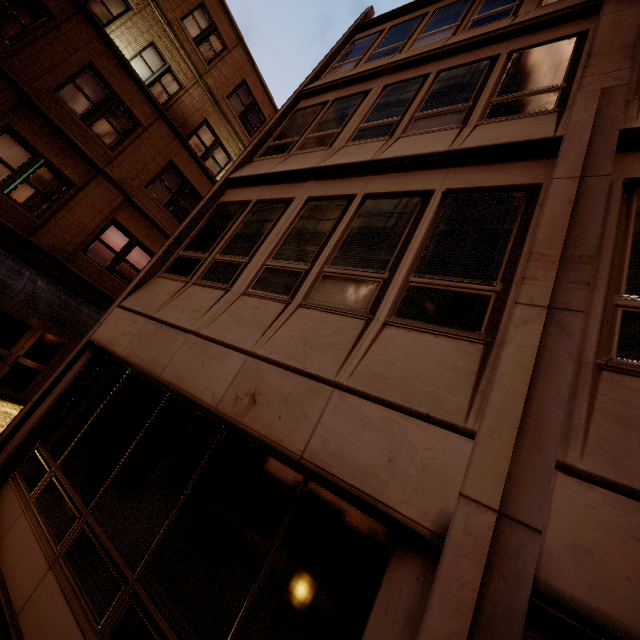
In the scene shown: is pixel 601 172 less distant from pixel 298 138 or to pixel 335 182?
pixel 335 182

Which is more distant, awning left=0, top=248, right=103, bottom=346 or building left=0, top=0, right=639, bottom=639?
awning left=0, top=248, right=103, bottom=346

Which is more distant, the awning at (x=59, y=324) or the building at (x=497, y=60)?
the awning at (x=59, y=324)
